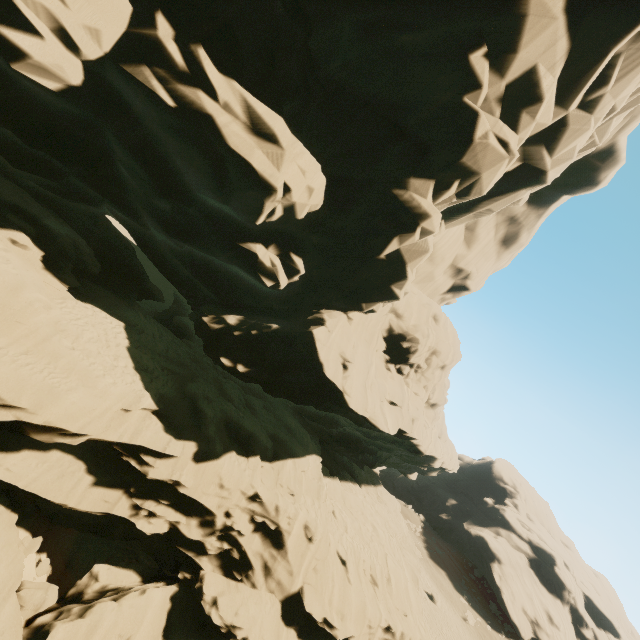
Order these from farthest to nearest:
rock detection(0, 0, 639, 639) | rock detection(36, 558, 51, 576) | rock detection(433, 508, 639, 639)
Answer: rock detection(433, 508, 639, 639)
rock detection(36, 558, 51, 576)
rock detection(0, 0, 639, 639)

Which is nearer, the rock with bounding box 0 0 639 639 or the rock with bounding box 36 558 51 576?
the rock with bounding box 0 0 639 639

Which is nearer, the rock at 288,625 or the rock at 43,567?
the rock at 288,625

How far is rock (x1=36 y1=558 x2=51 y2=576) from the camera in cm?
1146

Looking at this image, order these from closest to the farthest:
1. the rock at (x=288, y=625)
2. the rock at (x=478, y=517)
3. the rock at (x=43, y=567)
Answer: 1. the rock at (x=288, y=625)
2. the rock at (x=43, y=567)
3. the rock at (x=478, y=517)

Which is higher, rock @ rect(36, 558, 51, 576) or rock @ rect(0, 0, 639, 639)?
rock @ rect(0, 0, 639, 639)

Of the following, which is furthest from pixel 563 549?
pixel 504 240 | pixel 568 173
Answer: pixel 568 173

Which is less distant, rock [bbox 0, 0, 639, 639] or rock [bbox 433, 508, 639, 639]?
rock [bbox 0, 0, 639, 639]
